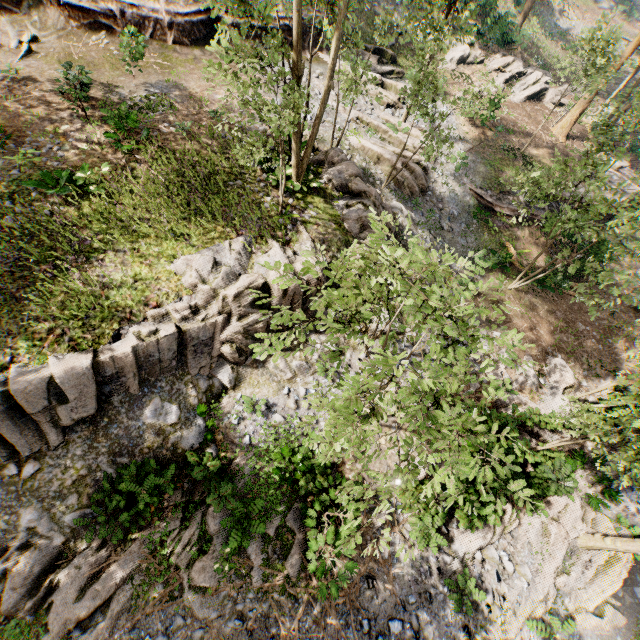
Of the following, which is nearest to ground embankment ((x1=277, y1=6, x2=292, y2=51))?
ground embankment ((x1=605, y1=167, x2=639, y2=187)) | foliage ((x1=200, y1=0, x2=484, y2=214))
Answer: foliage ((x1=200, y1=0, x2=484, y2=214))

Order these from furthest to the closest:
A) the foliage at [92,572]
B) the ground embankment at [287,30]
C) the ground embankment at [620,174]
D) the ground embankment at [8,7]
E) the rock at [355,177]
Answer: the ground embankment at [620,174] < the ground embankment at [287,30] < the ground embankment at [8,7] < the rock at [355,177] < the foliage at [92,572]

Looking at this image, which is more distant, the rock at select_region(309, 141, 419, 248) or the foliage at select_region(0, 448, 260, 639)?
the rock at select_region(309, 141, 419, 248)

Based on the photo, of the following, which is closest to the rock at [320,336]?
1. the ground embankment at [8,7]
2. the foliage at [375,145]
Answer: the foliage at [375,145]

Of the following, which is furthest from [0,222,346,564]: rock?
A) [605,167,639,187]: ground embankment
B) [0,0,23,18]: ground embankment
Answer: [0,0,23,18]: ground embankment

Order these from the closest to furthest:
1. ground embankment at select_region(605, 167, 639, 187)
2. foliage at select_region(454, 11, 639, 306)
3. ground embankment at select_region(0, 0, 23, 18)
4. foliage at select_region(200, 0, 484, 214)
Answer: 1. foliage at select_region(200, 0, 484, 214)
2. foliage at select_region(454, 11, 639, 306)
3. ground embankment at select_region(0, 0, 23, 18)
4. ground embankment at select_region(605, 167, 639, 187)

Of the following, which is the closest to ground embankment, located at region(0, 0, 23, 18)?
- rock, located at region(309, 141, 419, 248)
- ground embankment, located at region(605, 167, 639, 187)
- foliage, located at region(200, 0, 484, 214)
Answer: foliage, located at region(200, 0, 484, 214)

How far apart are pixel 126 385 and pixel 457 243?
18.0m
